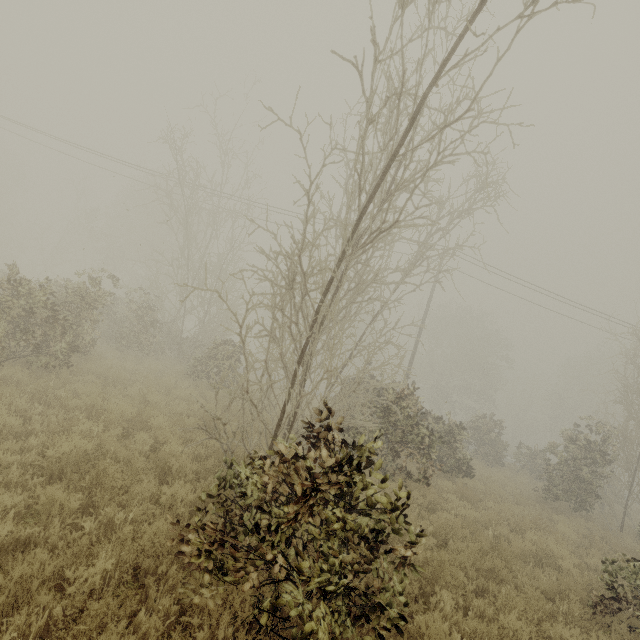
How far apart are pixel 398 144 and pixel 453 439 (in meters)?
12.53
